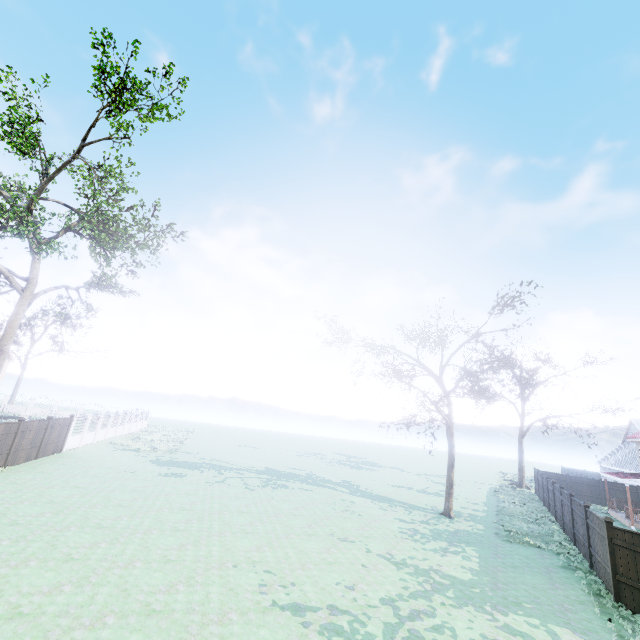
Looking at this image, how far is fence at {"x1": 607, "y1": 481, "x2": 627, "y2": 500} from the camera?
29.9m

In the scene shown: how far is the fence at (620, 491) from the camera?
29.9m

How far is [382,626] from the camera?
7.7 meters

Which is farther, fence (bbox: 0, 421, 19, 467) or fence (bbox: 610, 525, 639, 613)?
fence (bbox: 0, 421, 19, 467)

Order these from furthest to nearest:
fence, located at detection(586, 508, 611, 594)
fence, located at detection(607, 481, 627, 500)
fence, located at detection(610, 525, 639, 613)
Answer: fence, located at detection(607, 481, 627, 500) < fence, located at detection(586, 508, 611, 594) < fence, located at detection(610, 525, 639, 613)
